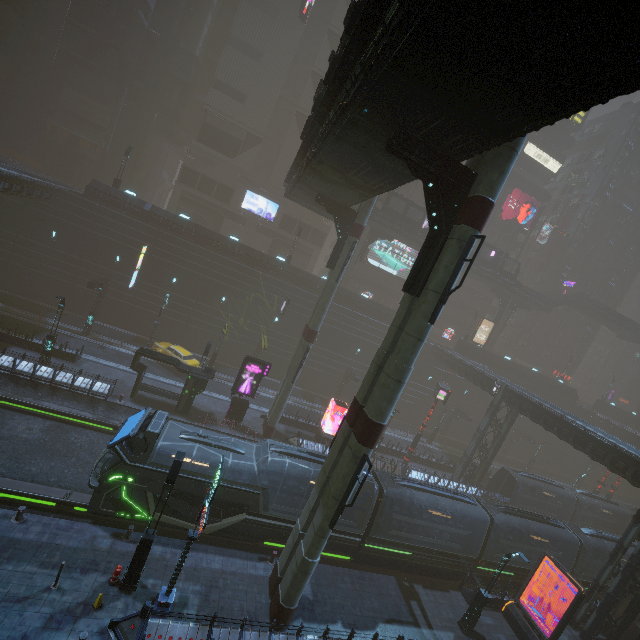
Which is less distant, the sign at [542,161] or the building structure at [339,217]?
the building structure at [339,217]

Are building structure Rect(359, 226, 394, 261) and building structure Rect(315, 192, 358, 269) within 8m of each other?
no

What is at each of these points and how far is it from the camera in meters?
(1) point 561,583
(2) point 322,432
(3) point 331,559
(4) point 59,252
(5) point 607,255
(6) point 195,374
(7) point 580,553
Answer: (1) train, 22.5 m
(2) sign, 29.6 m
(3) train rail, 19.4 m
(4) building, 33.2 m
(5) building, 58.3 m
(6) building, 25.2 m
(7) train, 22.5 m

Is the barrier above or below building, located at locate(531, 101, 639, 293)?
below

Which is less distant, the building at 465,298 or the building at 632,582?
the building at 632,582

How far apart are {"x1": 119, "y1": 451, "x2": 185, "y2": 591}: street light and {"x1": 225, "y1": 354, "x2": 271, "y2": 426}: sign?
12.9m

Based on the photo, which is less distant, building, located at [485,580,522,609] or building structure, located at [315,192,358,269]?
building, located at [485,580,522,609]

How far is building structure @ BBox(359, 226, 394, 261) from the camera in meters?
42.8
